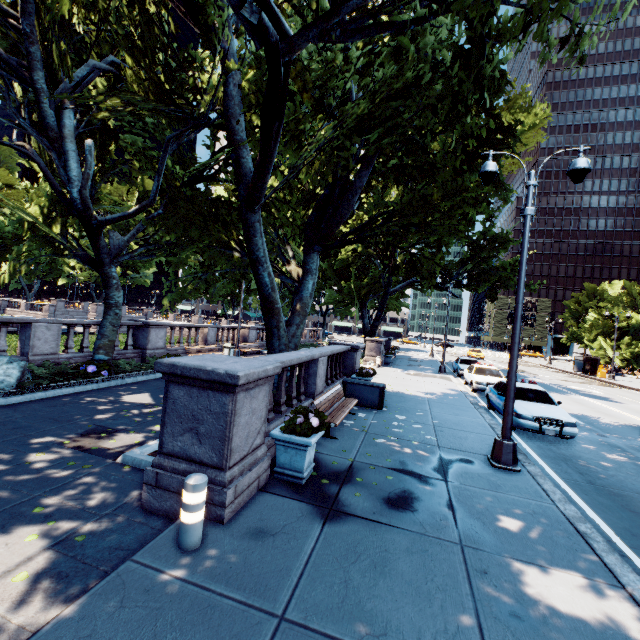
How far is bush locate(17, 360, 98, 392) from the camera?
9.61m

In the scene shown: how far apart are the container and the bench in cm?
103

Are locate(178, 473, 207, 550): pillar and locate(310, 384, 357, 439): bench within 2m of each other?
no

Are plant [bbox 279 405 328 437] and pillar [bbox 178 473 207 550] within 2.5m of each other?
yes

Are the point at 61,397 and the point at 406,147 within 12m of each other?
no

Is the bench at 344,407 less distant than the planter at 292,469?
No

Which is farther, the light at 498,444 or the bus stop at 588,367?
the bus stop at 588,367

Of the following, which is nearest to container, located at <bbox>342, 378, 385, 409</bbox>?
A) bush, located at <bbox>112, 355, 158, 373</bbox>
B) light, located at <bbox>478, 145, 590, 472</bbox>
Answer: light, located at <bbox>478, 145, 590, 472</bbox>
